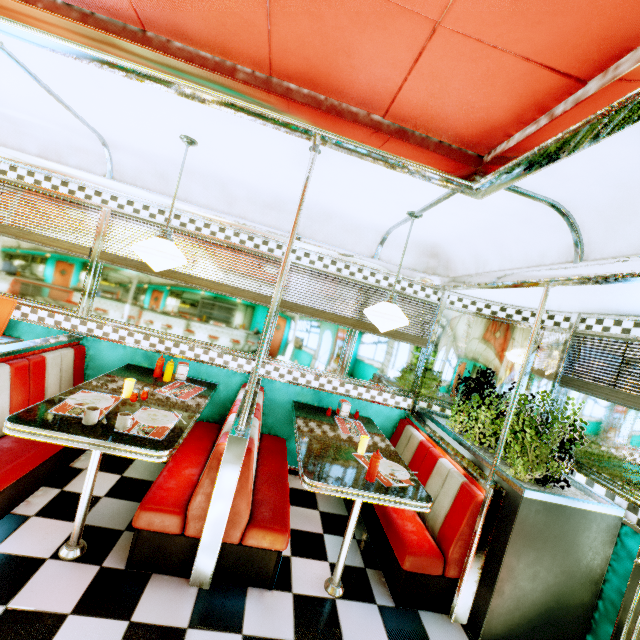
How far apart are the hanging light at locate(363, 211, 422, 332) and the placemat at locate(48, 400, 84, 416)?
2.2 meters

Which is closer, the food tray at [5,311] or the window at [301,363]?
the food tray at [5,311]

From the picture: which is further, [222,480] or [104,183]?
[104,183]

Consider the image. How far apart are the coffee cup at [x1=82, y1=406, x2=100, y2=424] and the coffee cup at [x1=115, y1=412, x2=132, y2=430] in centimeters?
14cm

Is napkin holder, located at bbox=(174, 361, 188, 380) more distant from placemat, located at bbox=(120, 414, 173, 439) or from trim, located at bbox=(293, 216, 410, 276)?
trim, located at bbox=(293, 216, 410, 276)

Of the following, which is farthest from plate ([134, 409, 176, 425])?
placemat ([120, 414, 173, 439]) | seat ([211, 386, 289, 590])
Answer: seat ([211, 386, 289, 590])

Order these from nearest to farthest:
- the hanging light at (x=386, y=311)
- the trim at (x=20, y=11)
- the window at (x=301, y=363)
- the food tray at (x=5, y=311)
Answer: the trim at (x=20, y=11) < the hanging light at (x=386, y=311) < the food tray at (x=5, y=311) < the window at (x=301, y=363)

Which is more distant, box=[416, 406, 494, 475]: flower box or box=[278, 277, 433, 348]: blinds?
box=[278, 277, 433, 348]: blinds
